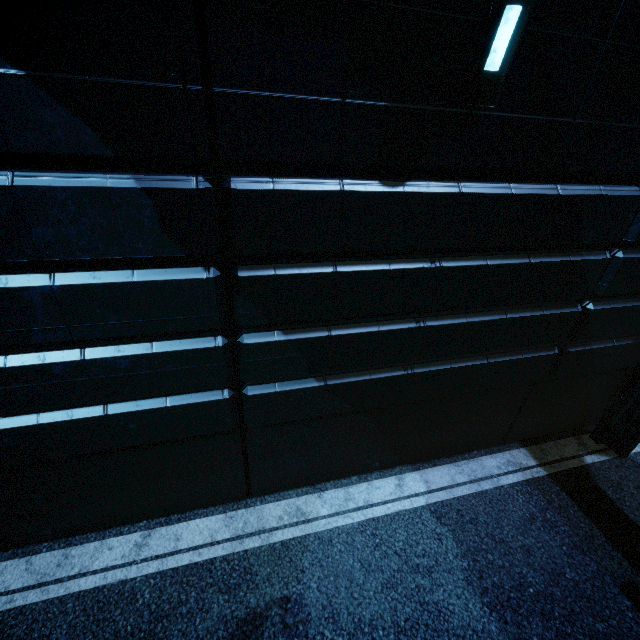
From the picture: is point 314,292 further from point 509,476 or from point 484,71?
point 509,476
